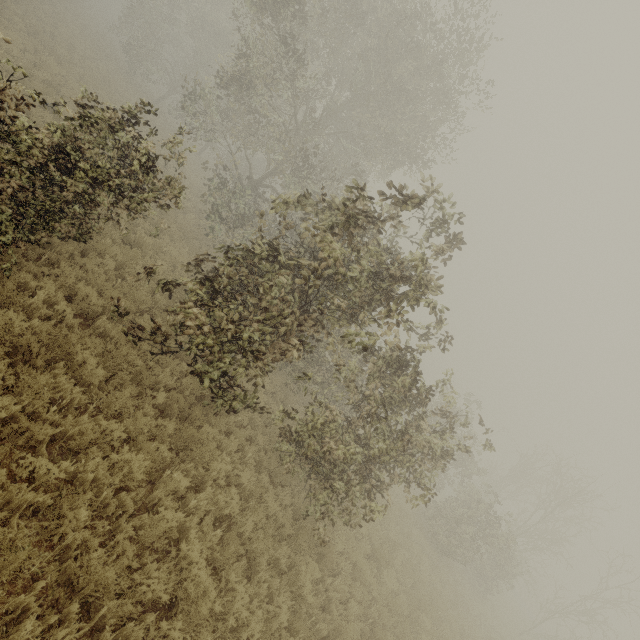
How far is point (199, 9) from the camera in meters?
52.5
